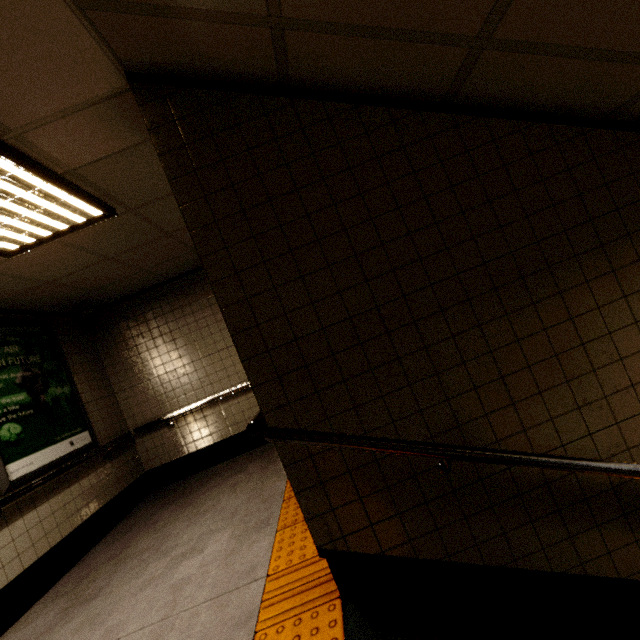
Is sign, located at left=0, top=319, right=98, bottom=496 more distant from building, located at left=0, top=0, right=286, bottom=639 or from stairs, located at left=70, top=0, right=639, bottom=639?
stairs, located at left=70, top=0, right=639, bottom=639

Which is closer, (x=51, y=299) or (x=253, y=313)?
(x=253, y=313)

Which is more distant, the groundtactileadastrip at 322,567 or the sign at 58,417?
the sign at 58,417

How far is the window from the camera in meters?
4.4

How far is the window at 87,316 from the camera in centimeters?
438cm

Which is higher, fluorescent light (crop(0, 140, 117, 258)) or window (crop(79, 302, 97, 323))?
fluorescent light (crop(0, 140, 117, 258))

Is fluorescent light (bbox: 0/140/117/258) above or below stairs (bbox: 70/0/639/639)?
above

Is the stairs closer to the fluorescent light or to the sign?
the fluorescent light
